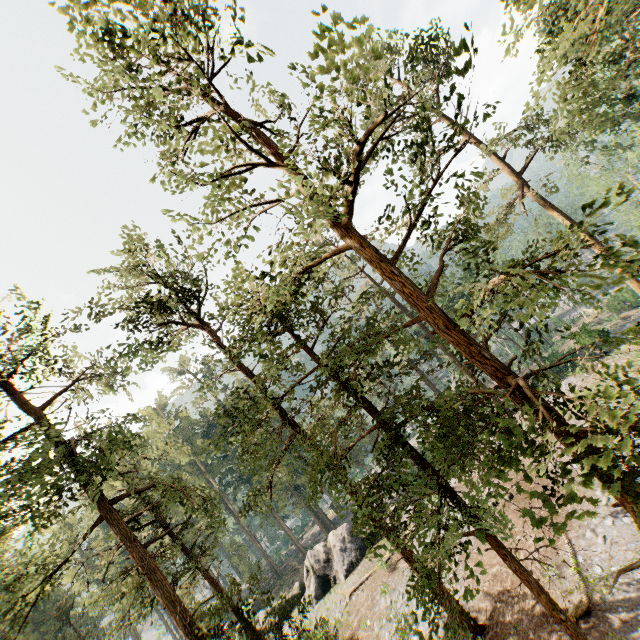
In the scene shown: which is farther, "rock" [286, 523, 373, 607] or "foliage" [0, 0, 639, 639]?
"rock" [286, 523, 373, 607]

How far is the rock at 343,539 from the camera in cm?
2686

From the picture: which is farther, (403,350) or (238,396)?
(238,396)

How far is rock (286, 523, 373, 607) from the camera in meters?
26.9 m

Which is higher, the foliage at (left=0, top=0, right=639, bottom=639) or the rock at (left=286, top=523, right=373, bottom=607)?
the foliage at (left=0, top=0, right=639, bottom=639)

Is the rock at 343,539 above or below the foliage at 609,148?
below
